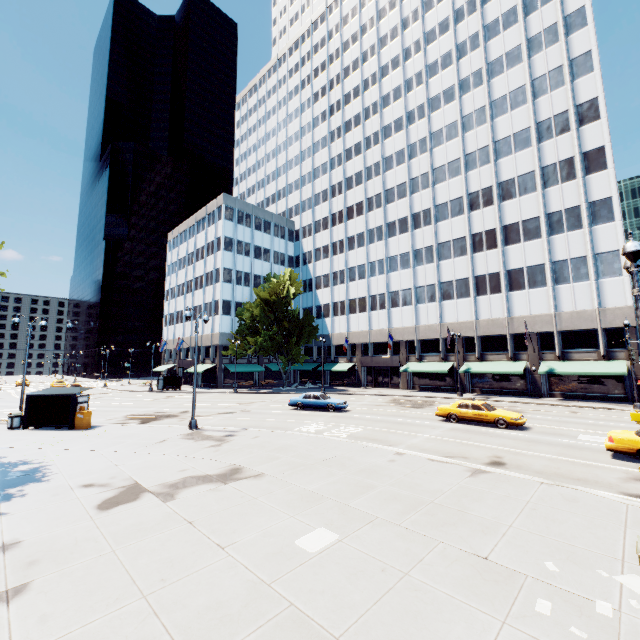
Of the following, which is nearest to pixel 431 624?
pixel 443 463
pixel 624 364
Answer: pixel 443 463

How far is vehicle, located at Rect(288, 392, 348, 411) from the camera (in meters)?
26.89

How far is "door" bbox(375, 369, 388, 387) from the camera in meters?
48.5

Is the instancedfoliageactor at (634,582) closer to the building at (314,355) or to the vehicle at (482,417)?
the vehicle at (482,417)

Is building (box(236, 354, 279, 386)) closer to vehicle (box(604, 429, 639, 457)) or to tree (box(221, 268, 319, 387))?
tree (box(221, 268, 319, 387))

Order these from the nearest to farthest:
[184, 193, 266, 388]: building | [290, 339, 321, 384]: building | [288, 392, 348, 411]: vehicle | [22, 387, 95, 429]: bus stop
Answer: [22, 387, 95, 429]: bus stop
[288, 392, 348, 411]: vehicle
[184, 193, 266, 388]: building
[290, 339, 321, 384]: building

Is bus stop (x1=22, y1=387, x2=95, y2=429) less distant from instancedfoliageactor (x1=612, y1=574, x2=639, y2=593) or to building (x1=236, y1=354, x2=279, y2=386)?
instancedfoliageactor (x1=612, y1=574, x2=639, y2=593)

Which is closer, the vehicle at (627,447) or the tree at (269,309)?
the vehicle at (627,447)
